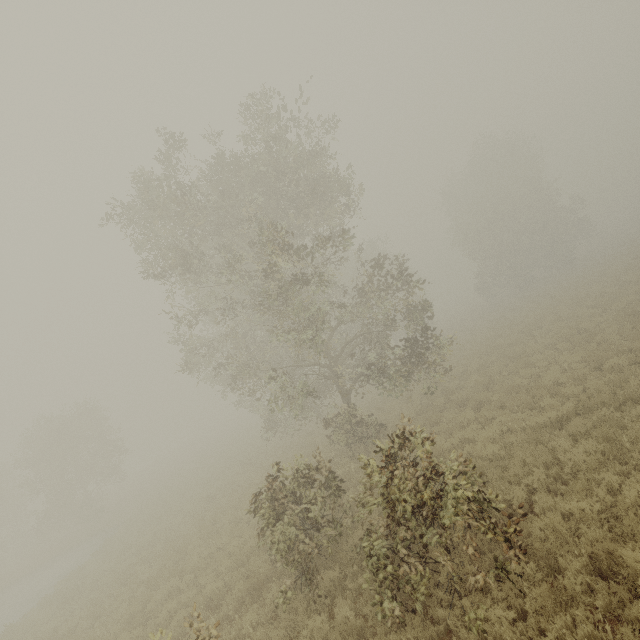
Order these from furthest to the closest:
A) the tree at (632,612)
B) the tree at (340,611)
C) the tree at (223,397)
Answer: the tree at (340,611) < the tree at (223,397) < the tree at (632,612)

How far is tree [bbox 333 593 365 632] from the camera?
6.4 meters

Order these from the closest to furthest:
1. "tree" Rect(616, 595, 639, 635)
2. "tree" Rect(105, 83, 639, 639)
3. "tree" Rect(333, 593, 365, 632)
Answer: "tree" Rect(616, 595, 639, 635) → "tree" Rect(105, 83, 639, 639) → "tree" Rect(333, 593, 365, 632)

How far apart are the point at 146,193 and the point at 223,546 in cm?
1503

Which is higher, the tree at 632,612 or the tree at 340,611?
the tree at 340,611

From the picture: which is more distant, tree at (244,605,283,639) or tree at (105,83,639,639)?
tree at (244,605,283,639)
